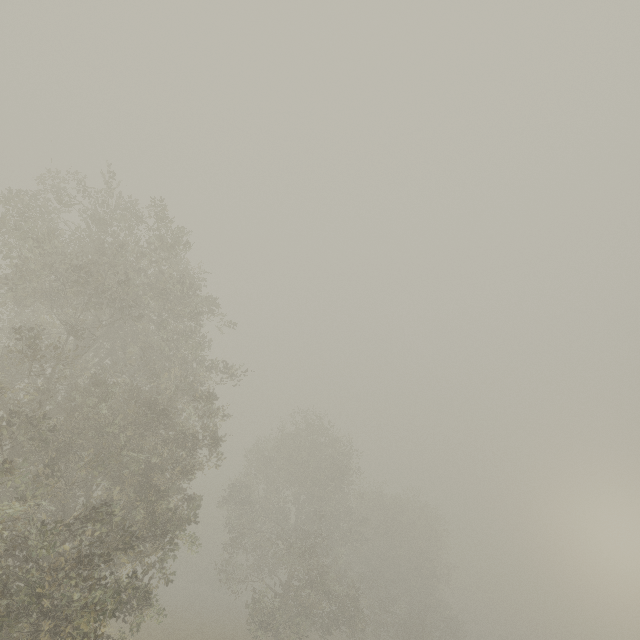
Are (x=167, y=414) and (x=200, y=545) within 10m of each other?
no
